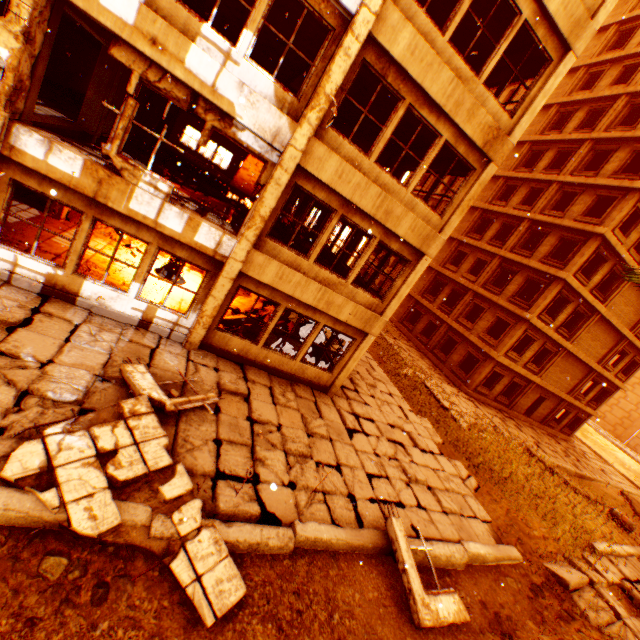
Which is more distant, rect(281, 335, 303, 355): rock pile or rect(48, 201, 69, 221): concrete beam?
rect(281, 335, 303, 355): rock pile

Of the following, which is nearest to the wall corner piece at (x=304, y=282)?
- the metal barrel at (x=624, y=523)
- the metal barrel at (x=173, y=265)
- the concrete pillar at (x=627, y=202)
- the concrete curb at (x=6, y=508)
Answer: the metal barrel at (x=173, y=265)

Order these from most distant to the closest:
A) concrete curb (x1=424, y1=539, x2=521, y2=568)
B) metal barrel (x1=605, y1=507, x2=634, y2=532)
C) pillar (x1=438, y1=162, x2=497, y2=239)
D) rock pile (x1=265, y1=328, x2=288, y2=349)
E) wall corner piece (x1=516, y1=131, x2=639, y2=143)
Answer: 1. wall corner piece (x1=516, y1=131, x2=639, y2=143)
2. metal barrel (x1=605, y1=507, x2=634, y2=532)
3. rock pile (x1=265, y1=328, x2=288, y2=349)
4. pillar (x1=438, y1=162, x2=497, y2=239)
5. concrete curb (x1=424, y1=539, x2=521, y2=568)

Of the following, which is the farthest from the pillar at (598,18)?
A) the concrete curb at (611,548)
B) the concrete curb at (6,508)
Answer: the concrete curb at (6,508)

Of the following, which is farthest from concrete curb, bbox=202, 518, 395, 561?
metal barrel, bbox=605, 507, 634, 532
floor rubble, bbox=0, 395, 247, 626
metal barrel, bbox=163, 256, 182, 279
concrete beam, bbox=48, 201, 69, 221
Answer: concrete beam, bbox=48, 201, 69, 221

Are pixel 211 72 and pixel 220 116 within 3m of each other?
yes

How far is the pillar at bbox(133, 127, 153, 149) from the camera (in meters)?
14.44

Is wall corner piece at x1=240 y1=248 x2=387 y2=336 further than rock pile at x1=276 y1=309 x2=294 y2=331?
No
